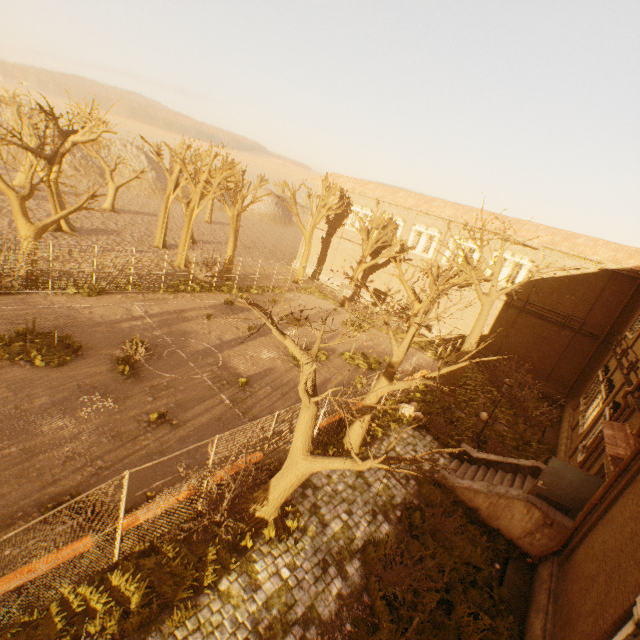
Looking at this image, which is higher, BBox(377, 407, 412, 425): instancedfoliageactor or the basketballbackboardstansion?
the basketballbackboardstansion

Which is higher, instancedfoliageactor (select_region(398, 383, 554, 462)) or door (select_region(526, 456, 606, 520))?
door (select_region(526, 456, 606, 520))

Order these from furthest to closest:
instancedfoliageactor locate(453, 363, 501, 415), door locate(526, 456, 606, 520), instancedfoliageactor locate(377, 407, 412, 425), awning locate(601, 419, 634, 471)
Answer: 1. instancedfoliageactor locate(453, 363, 501, 415)
2. instancedfoliageactor locate(377, 407, 412, 425)
3. door locate(526, 456, 606, 520)
4. awning locate(601, 419, 634, 471)

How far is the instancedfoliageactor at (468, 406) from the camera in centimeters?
1984cm

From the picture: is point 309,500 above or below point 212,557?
below

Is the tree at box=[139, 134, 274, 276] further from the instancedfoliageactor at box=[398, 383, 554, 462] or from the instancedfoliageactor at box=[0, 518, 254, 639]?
the instancedfoliageactor at box=[0, 518, 254, 639]

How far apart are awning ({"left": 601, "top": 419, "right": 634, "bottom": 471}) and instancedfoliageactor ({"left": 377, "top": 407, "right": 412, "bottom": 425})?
7.4m

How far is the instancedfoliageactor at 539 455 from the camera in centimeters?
1623cm
